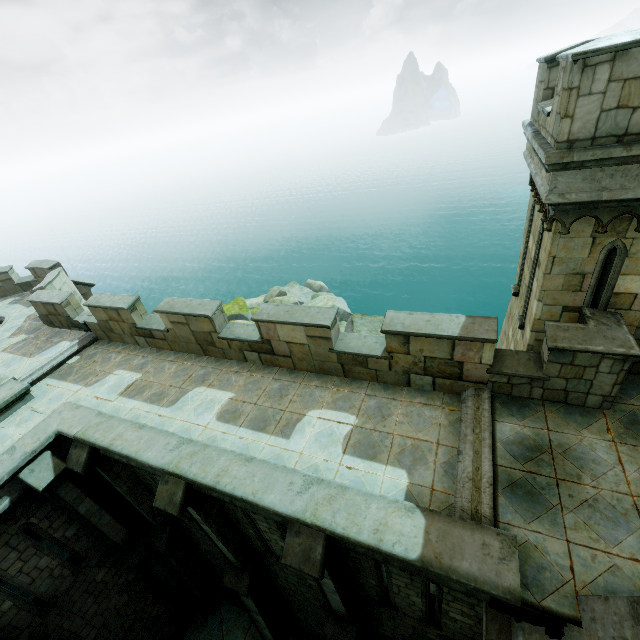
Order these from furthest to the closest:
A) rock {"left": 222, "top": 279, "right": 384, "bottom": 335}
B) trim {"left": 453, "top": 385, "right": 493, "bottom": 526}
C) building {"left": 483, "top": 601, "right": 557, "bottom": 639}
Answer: rock {"left": 222, "top": 279, "right": 384, "bottom": 335} → trim {"left": 453, "top": 385, "right": 493, "bottom": 526} → building {"left": 483, "top": 601, "right": 557, "bottom": 639}

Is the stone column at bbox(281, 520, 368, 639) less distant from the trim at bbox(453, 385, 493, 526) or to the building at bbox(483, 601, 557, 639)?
the trim at bbox(453, 385, 493, 526)

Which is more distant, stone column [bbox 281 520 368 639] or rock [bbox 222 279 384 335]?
rock [bbox 222 279 384 335]

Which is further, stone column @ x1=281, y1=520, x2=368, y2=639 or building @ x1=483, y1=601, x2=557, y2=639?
stone column @ x1=281, y1=520, x2=368, y2=639

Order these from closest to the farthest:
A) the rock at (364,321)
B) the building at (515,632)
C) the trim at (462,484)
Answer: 1. the building at (515,632)
2. the trim at (462,484)
3. the rock at (364,321)

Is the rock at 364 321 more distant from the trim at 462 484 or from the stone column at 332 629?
the trim at 462 484

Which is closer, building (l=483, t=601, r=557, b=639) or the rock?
building (l=483, t=601, r=557, b=639)

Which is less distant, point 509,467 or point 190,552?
point 509,467
